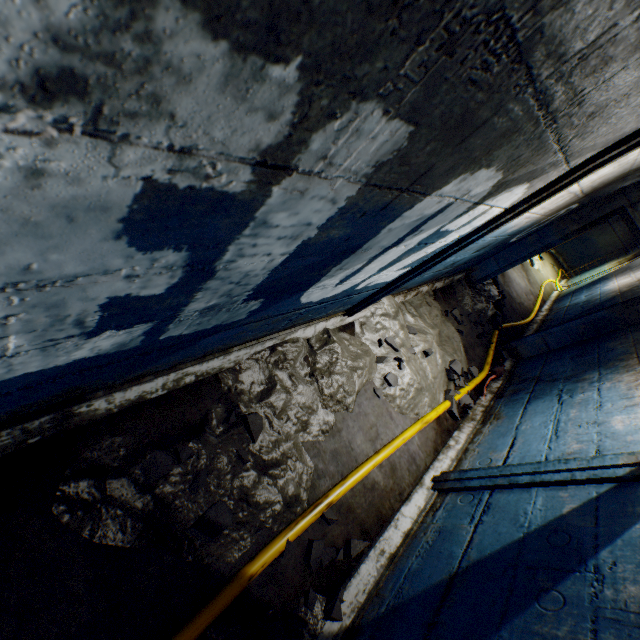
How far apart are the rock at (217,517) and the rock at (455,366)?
2.67m

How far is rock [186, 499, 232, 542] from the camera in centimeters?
152cm

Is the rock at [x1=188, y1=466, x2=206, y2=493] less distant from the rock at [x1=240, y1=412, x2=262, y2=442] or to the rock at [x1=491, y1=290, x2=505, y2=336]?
the rock at [x1=240, y1=412, x2=262, y2=442]

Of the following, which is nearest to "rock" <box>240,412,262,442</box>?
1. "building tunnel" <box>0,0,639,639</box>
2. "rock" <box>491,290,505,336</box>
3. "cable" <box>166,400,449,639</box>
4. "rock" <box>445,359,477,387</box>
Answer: "building tunnel" <box>0,0,639,639</box>

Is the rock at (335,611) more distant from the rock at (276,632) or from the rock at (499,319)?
the rock at (499,319)

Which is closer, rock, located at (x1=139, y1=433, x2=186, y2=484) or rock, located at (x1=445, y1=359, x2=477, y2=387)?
rock, located at (x1=139, y1=433, x2=186, y2=484)

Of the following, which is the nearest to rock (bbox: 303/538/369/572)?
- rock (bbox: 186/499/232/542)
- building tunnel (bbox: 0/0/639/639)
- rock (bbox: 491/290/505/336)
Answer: building tunnel (bbox: 0/0/639/639)

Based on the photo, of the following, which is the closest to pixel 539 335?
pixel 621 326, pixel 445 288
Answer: pixel 621 326
